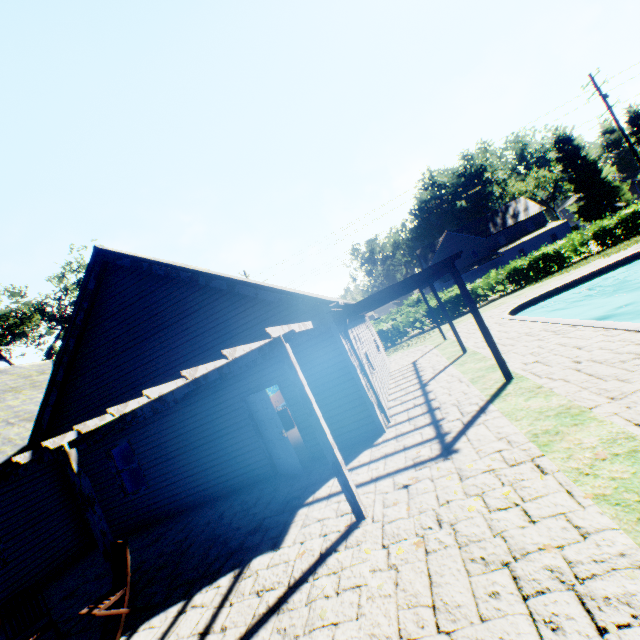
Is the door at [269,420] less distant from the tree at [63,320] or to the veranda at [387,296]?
the veranda at [387,296]

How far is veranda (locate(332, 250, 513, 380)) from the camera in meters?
7.5

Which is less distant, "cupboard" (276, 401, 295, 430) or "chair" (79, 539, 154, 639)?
"chair" (79, 539, 154, 639)

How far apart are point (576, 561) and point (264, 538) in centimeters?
461cm

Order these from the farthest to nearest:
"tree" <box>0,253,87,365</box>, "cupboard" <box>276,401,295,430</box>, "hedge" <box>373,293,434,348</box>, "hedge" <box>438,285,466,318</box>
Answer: "tree" <box>0,253,87,365</box> → "hedge" <box>373,293,434,348</box> → "hedge" <box>438,285,466,318</box> → "cupboard" <box>276,401,295,430</box>

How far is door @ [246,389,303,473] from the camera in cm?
782

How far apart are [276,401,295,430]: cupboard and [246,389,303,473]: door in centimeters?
457cm

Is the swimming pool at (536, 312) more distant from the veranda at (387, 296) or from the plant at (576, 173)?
the plant at (576, 173)
